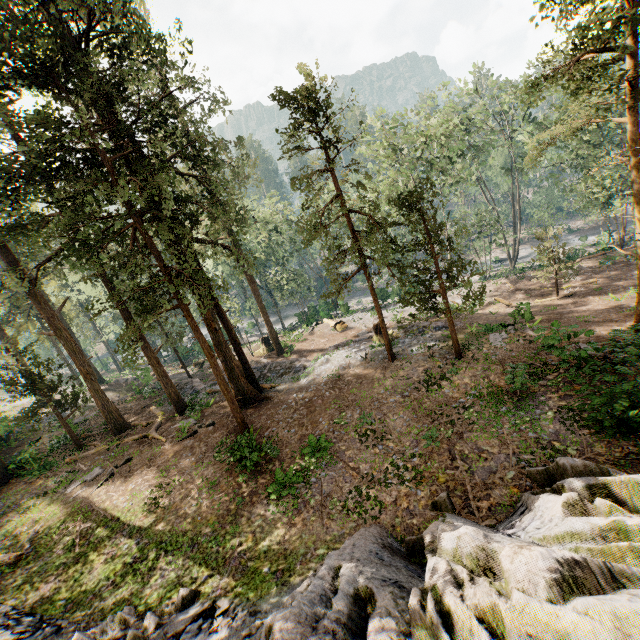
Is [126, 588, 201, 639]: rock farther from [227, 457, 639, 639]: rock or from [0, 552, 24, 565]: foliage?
[0, 552, 24, 565]: foliage

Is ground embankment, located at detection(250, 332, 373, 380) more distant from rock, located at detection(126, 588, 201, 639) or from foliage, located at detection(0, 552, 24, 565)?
rock, located at detection(126, 588, 201, 639)

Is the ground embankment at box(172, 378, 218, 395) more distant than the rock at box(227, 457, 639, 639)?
Yes

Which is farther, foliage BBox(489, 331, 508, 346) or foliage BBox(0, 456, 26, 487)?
foliage BBox(0, 456, 26, 487)

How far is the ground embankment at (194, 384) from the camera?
27.0 meters

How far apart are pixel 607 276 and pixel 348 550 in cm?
3138

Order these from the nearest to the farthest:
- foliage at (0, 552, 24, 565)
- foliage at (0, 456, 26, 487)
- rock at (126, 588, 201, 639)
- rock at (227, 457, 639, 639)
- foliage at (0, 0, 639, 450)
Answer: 1. rock at (227, 457, 639, 639)
2. rock at (126, 588, 201, 639)
3. foliage at (0, 0, 639, 450)
4. foliage at (0, 552, 24, 565)
5. foliage at (0, 456, 26, 487)

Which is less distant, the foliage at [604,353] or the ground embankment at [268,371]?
the foliage at [604,353]
